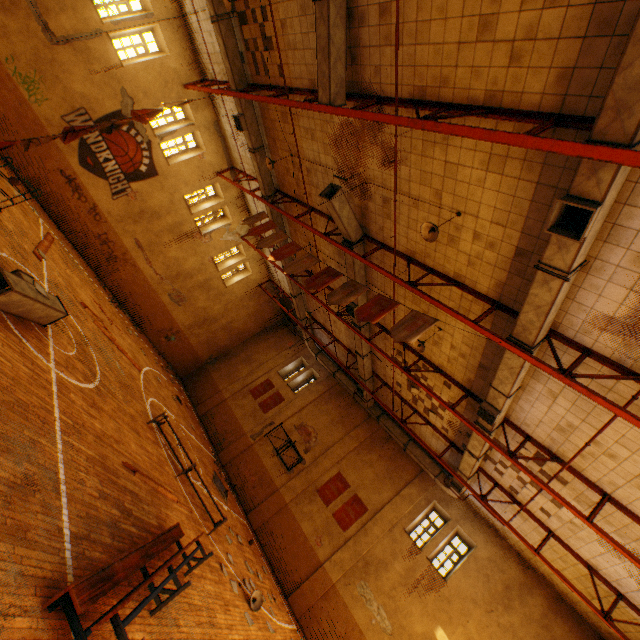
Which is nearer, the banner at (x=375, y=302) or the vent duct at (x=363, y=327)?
the banner at (x=375, y=302)

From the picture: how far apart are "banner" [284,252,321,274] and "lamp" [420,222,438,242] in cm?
366

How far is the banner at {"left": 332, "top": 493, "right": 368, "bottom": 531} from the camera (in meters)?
15.51

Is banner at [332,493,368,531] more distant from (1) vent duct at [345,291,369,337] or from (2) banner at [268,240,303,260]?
(2) banner at [268,240,303,260]

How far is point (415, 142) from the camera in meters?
7.4

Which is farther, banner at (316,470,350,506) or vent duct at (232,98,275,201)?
banner at (316,470,350,506)

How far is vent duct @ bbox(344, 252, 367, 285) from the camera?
11.22m

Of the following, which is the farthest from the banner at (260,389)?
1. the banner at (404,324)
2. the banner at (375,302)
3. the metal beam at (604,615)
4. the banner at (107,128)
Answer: the banner at (107,128)
